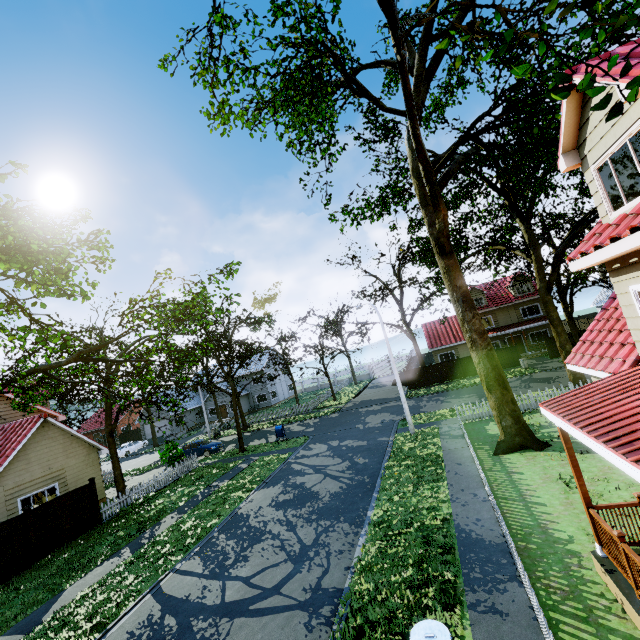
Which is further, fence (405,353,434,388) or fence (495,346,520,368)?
fence (405,353,434,388)

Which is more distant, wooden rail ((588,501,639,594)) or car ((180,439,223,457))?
car ((180,439,223,457))

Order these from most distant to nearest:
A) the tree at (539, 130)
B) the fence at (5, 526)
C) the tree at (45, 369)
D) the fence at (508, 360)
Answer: the fence at (508, 360) → the fence at (5, 526) → the tree at (539, 130) → the tree at (45, 369)

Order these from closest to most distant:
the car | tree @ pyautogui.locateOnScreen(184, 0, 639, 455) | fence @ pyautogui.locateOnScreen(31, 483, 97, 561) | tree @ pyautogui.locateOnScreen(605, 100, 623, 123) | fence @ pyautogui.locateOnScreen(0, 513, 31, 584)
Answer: tree @ pyautogui.locateOnScreen(605, 100, 623, 123) < tree @ pyautogui.locateOnScreen(184, 0, 639, 455) < fence @ pyautogui.locateOnScreen(0, 513, 31, 584) < fence @ pyautogui.locateOnScreen(31, 483, 97, 561) < the car

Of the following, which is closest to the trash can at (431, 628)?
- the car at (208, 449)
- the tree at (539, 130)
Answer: the tree at (539, 130)

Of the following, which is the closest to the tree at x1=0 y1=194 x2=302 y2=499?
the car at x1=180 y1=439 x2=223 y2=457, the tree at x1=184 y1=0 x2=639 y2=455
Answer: the tree at x1=184 y1=0 x2=639 y2=455

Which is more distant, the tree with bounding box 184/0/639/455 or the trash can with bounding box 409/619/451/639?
the tree with bounding box 184/0/639/455

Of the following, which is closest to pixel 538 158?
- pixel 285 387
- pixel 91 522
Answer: pixel 91 522
